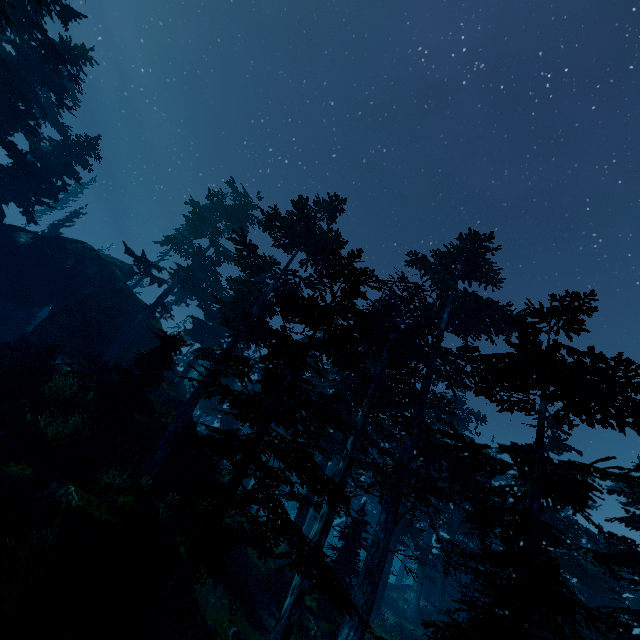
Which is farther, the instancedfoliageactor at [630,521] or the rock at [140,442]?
the rock at [140,442]

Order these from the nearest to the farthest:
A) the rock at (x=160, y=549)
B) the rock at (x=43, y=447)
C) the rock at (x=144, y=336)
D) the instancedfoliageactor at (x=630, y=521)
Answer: the rock at (x=160, y=549) < the rock at (x=43, y=447) < the instancedfoliageactor at (x=630, y=521) < the rock at (x=144, y=336)

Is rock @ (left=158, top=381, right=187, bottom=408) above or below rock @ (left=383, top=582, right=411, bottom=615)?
above

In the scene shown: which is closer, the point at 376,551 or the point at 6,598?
the point at 6,598

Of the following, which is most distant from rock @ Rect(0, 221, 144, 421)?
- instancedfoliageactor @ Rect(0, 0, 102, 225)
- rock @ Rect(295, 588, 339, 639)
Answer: rock @ Rect(295, 588, 339, 639)

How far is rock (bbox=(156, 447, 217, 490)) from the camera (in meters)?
16.23

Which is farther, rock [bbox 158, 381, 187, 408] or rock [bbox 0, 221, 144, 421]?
rock [bbox 158, 381, 187, 408]

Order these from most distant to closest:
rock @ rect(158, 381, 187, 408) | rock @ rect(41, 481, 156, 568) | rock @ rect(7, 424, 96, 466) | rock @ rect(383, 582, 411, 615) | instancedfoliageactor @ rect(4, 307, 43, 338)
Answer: instancedfoliageactor @ rect(4, 307, 43, 338), rock @ rect(383, 582, 411, 615), rock @ rect(158, 381, 187, 408), rock @ rect(7, 424, 96, 466), rock @ rect(41, 481, 156, 568)
